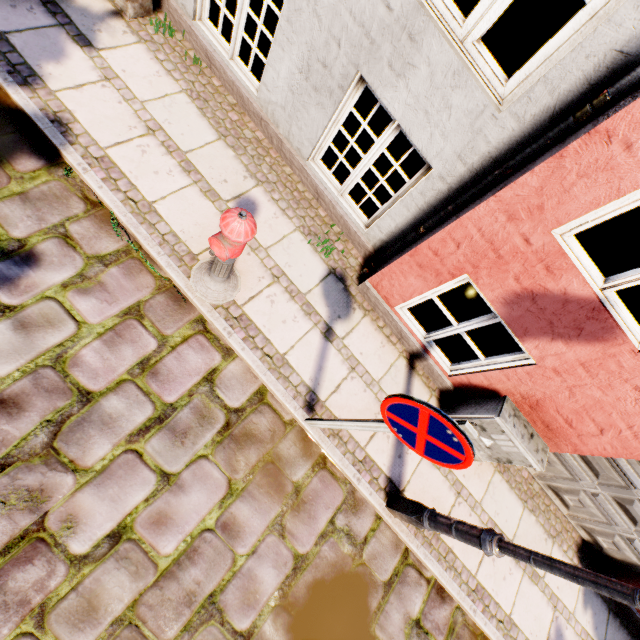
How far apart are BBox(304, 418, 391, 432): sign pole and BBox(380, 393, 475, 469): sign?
0.07m

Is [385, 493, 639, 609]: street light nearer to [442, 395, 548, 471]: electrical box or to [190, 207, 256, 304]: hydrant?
[442, 395, 548, 471]: electrical box

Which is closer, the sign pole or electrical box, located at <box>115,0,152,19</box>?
the sign pole

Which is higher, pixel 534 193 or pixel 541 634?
pixel 534 193

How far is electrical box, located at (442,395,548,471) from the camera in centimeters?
331cm

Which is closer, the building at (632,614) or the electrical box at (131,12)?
the electrical box at (131,12)

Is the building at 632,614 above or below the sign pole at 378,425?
below

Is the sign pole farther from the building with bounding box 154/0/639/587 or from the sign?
the building with bounding box 154/0/639/587
